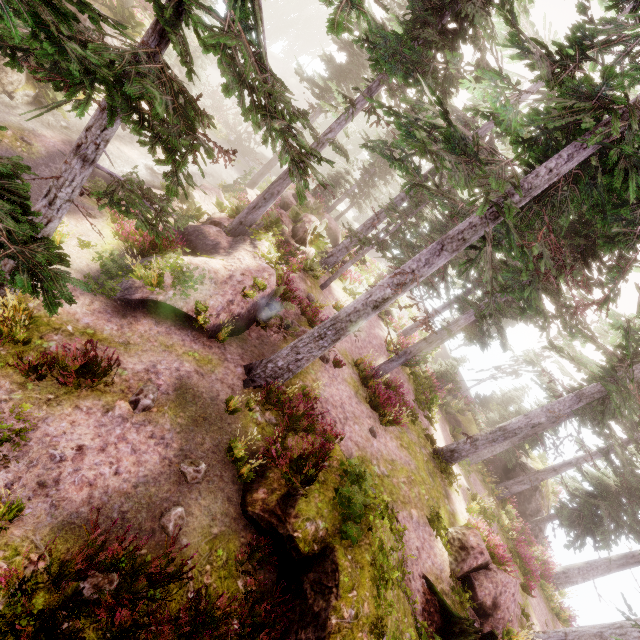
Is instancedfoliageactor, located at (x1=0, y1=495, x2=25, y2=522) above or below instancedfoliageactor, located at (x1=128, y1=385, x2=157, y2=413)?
below

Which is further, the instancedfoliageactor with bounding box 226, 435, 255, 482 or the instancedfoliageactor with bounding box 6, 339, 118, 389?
the instancedfoliageactor with bounding box 226, 435, 255, 482

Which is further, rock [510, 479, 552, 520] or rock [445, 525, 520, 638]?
rock [510, 479, 552, 520]

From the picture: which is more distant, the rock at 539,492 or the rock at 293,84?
the rock at 293,84

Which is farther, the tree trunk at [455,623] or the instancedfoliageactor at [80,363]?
the tree trunk at [455,623]

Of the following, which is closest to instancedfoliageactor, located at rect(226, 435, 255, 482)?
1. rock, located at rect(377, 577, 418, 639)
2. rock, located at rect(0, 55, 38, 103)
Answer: rock, located at rect(0, 55, 38, 103)

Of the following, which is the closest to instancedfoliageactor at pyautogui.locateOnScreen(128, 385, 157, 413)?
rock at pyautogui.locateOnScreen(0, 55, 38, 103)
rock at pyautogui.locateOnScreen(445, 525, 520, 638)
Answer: rock at pyautogui.locateOnScreen(0, 55, 38, 103)

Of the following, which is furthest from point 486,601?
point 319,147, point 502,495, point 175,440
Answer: point 319,147
